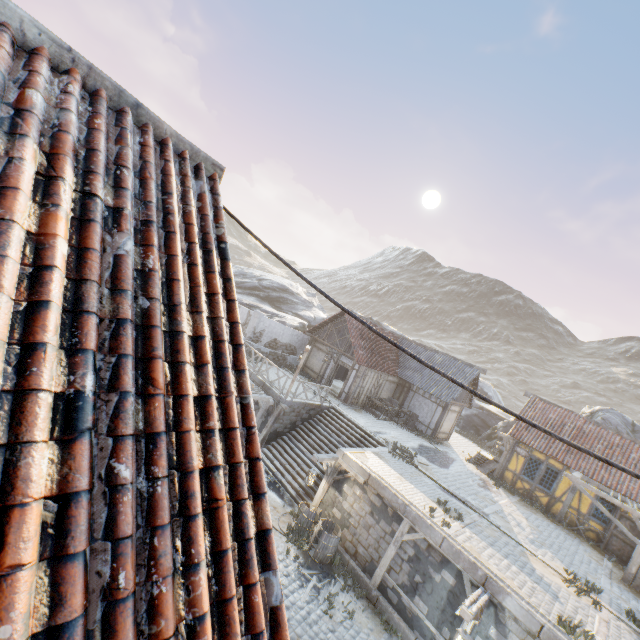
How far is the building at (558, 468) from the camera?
17.6m

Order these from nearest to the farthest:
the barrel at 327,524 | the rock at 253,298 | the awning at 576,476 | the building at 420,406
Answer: the barrel at 327,524 < the awning at 576,476 < the building at 420,406 < the rock at 253,298

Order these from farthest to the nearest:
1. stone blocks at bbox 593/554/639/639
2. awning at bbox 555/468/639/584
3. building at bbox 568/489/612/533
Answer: building at bbox 568/489/612/533, awning at bbox 555/468/639/584, stone blocks at bbox 593/554/639/639

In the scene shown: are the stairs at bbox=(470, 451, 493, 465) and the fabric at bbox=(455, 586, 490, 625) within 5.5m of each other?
no

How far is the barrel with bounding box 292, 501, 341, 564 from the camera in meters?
11.6

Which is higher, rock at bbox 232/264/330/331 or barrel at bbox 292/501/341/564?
rock at bbox 232/264/330/331

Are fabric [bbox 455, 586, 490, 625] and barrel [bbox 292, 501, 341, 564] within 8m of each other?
yes

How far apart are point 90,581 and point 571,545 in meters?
20.5 m
